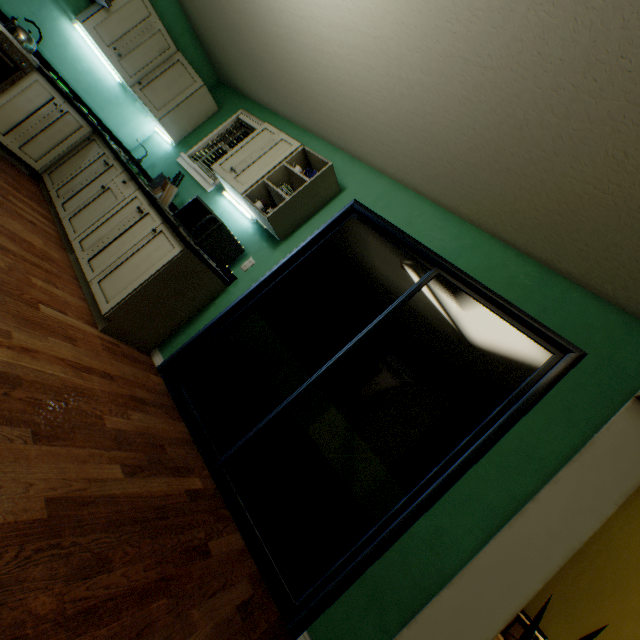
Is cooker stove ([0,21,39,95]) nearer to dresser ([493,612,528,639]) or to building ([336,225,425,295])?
building ([336,225,425,295])

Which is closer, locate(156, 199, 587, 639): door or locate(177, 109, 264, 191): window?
locate(156, 199, 587, 639): door

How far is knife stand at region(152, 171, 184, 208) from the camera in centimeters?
296cm

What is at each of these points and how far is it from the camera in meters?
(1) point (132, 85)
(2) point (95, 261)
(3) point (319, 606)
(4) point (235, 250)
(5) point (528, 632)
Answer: (1) cabinet, 3.6
(2) cabinet, 2.5
(3) door, 1.6
(4) microwave oven, 2.7
(5) plant, 1.5

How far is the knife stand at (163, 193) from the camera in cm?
296

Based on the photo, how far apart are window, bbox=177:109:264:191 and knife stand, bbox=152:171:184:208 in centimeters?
38cm

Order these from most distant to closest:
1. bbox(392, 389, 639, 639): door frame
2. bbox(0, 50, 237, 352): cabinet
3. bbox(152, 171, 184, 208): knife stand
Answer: bbox(152, 171, 184, 208): knife stand, bbox(0, 50, 237, 352): cabinet, bbox(392, 389, 639, 639): door frame

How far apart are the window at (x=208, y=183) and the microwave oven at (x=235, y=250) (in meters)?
0.68
